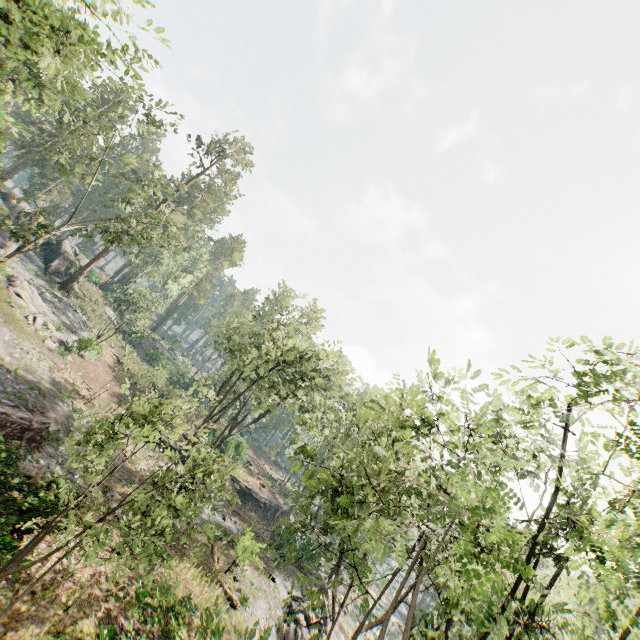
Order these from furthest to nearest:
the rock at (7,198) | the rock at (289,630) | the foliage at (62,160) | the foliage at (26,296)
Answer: the rock at (7,198), the foliage at (26,296), the rock at (289,630), the foliage at (62,160)

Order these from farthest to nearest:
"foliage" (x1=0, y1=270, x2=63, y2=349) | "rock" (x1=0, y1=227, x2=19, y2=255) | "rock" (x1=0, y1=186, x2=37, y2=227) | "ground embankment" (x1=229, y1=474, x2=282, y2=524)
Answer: "ground embankment" (x1=229, y1=474, x2=282, y2=524) → "rock" (x1=0, y1=186, x2=37, y2=227) → "rock" (x1=0, y1=227, x2=19, y2=255) → "foliage" (x1=0, y1=270, x2=63, y2=349)

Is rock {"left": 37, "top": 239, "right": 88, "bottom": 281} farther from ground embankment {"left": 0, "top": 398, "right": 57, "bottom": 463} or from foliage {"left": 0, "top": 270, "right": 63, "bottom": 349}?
ground embankment {"left": 0, "top": 398, "right": 57, "bottom": 463}

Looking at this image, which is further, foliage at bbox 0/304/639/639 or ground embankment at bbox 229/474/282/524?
ground embankment at bbox 229/474/282/524

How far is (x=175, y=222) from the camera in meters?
51.9 m

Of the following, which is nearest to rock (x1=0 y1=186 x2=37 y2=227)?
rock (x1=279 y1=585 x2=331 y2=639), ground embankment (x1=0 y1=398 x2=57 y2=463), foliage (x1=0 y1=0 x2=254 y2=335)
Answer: foliage (x1=0 y1=0 x2=254 y2=335)

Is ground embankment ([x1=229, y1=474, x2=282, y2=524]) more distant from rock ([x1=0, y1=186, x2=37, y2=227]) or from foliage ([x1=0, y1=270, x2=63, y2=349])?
rock ([x1=0, y1=186, x2=37, y2=227])

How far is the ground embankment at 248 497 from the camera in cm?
4053
